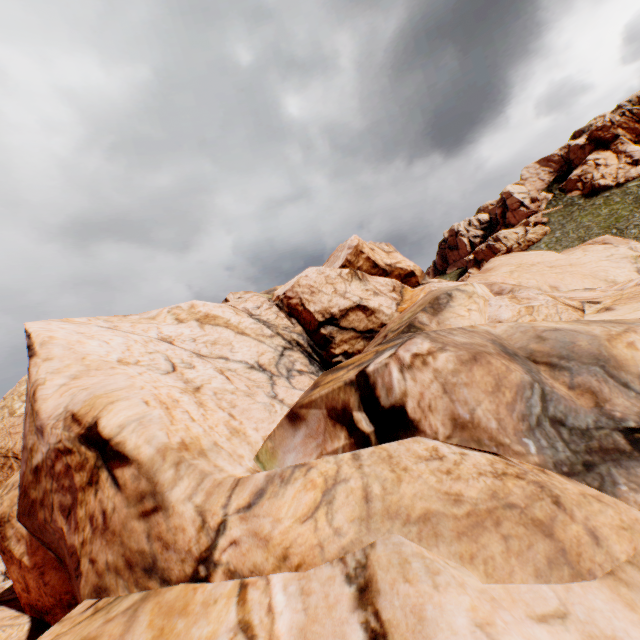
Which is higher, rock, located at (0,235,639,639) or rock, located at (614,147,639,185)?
rock, located at (614,147,639,185)

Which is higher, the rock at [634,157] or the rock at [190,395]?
the rock at [634,157]

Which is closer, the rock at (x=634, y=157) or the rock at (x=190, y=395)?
the rock at (x=190, y=395)

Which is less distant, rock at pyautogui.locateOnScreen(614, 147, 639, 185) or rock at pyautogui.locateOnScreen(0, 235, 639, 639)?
rock at pyautogui.locateOnScreen(0, 235, 639, 639)

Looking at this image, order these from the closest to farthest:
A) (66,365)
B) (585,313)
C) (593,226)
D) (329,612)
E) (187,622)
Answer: (329,612), (187,622), (66,365), (585,313), (593,226)
